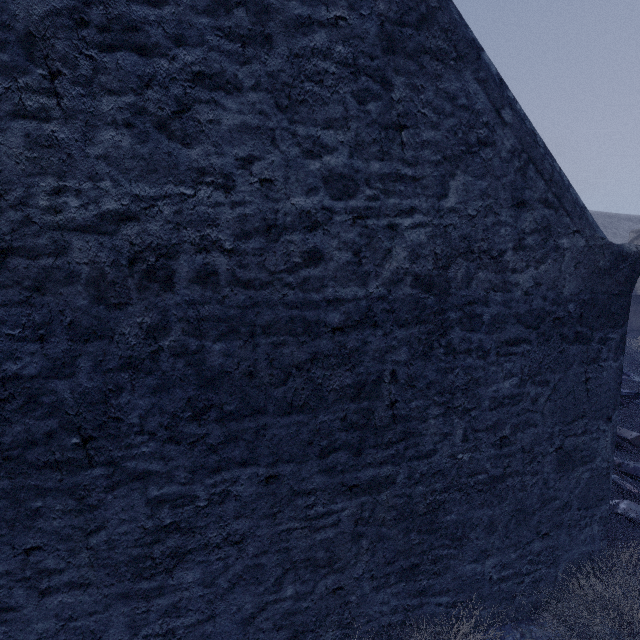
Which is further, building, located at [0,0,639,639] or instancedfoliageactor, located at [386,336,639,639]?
instancedfoliageactor, located at [386,336,639,639]

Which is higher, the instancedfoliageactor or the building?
the building

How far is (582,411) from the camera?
2.8m

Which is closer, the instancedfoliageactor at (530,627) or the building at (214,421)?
the building at (214,421)

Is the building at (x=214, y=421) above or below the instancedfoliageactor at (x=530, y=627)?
above
